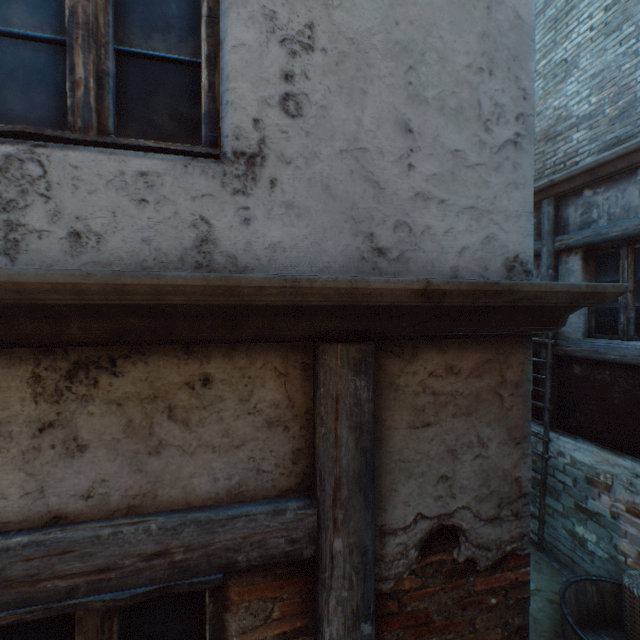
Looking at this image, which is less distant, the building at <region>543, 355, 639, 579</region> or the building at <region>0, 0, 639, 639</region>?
the building at <region>0, 0, 639, 639</region>

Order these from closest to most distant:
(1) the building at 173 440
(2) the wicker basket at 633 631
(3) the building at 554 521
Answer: (1) the building at 173 440 → (2) the wicker basket at 633 631 → (3) the building at 554 521

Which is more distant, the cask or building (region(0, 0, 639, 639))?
the cask

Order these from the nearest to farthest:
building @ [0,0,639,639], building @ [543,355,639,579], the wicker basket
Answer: building @ [0,0,639,639] < the wicker basket < building @ [543,355,639,579]

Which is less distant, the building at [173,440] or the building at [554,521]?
the building at [173,440]

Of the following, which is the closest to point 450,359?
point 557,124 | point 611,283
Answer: point 611,283

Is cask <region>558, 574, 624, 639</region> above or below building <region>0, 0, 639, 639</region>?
below
